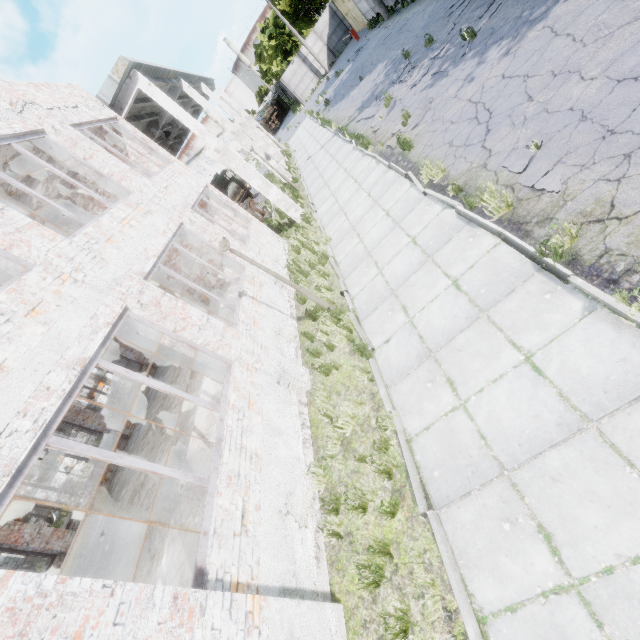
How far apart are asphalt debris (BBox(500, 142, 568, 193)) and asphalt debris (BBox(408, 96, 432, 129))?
5.09m

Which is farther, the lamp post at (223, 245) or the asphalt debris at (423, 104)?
the asphalt debris at (423, 104)

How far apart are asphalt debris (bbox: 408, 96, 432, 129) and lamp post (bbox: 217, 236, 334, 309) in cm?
637

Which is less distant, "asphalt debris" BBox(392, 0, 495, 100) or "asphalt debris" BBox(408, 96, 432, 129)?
"asphalt debris" BBox(408, 96, 432, 129)

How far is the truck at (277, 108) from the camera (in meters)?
48.62

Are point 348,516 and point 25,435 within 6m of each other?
yes

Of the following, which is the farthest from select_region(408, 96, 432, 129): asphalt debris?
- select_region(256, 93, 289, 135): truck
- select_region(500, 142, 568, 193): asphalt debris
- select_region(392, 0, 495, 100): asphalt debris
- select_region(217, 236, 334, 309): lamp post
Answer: select_region(256, 93, 289, 135): truck
